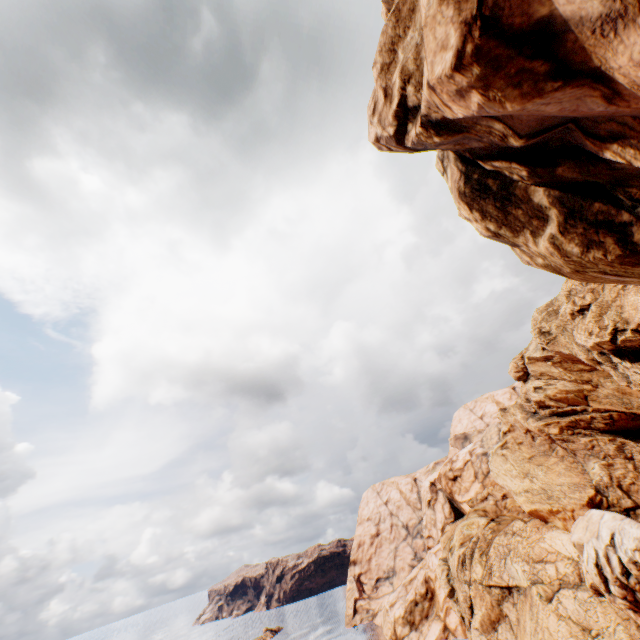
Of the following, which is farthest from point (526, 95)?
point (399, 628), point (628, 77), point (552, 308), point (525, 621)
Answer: point (399, 628)
